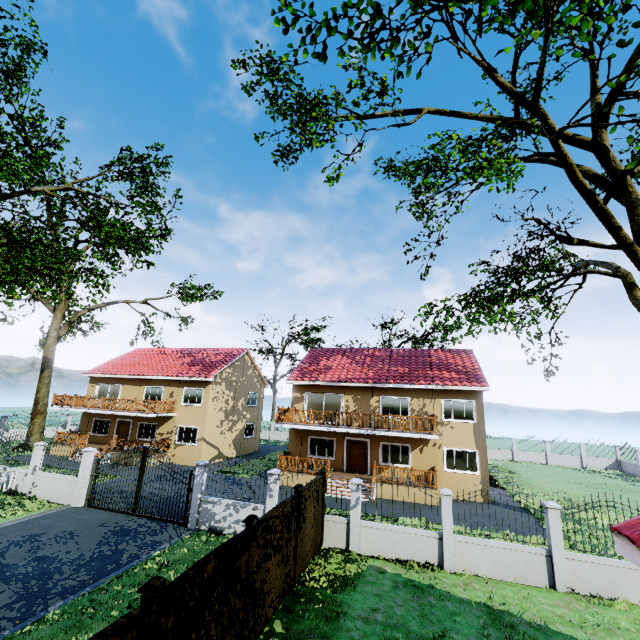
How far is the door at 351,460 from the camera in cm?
2139

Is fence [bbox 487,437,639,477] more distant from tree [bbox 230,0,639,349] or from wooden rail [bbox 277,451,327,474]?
wooden rail [bbox 277,451,327,474]

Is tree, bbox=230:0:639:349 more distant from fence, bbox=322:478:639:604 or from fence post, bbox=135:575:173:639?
fence post, bbox=135:575:173:639

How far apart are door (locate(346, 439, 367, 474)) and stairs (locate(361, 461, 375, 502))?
1.9 meters

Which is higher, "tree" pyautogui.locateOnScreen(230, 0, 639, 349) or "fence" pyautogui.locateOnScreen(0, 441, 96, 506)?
"tree" pyautogui.locateOnScreen(230, 0, 639, 349)

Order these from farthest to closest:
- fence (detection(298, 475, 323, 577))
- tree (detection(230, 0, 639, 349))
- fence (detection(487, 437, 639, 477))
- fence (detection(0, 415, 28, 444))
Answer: fence (detection(487, 437, 639, 477))
fence (detection(0, 415, 28, 444))
fence (detection(298, 475, 323, 577))
tree (detection(230, 0, 639, 349))

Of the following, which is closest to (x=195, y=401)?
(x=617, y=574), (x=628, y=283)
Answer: (x=617, y=574)

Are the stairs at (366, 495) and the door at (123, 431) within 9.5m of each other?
no
